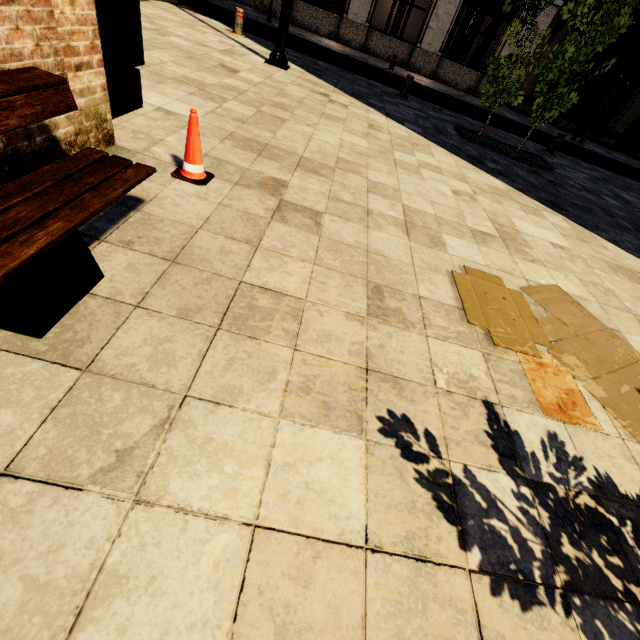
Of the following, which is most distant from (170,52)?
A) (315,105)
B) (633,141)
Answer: (633,141)

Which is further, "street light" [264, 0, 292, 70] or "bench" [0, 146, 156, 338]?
"street light" [264, 0, 292, 70]

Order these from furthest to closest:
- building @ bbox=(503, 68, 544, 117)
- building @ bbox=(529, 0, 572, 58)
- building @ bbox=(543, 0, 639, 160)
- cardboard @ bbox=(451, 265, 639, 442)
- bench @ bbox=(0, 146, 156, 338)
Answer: building @ bbox=(503, 68, 544, 117), building @ bbox=(543, 0, 639, 160), building @ bbox=(529, 0, 572, 58), cardboard @ bbox=(451, 265, 639, 442), bench @ bbox=(0, 146, 156, 338)

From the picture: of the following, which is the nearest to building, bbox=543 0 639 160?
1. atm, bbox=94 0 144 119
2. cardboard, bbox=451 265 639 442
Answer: atm, bbox=94 0 144 119

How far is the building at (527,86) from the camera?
17.2m

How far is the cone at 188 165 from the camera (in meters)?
2.44

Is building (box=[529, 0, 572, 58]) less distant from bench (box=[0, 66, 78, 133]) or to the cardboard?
the cardboard

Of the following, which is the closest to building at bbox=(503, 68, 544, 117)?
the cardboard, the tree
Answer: the tree
